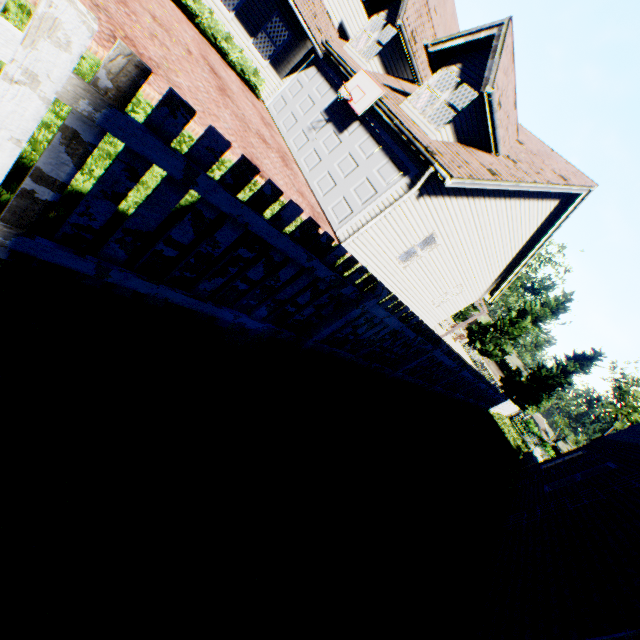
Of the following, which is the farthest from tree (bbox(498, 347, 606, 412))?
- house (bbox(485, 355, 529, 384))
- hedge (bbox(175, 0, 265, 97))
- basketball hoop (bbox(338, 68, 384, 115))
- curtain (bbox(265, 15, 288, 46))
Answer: curtain (bbox(265, 15, 288, 46))

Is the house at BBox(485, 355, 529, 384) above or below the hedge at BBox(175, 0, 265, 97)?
above

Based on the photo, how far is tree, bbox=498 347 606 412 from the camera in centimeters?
3650cm

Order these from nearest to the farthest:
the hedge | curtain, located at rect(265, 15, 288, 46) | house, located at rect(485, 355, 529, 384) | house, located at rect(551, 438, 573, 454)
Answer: the hedge → curtain, located at rect(265, 15, 288, 46) → house, located at rect(551, 438, 573, 454) → house, located at rect(485, 355, 529, 384)

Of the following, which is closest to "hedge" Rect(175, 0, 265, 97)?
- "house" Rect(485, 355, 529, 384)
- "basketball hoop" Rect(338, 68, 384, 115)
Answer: "basketball hoop" Rect(338, 68, 384, 115)

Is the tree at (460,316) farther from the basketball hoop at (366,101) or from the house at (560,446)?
the basketball hoop at (366,101)

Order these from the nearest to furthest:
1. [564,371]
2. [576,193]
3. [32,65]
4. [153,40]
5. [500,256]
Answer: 1. [32,65]
2. [153,40]
3. [576,193]
4. [500,256]
5. [564,371]

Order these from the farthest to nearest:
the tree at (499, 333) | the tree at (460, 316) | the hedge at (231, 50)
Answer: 1. the tree at (460, 316)
2. the tree at (499, 333)
3. the hedge at (231, 50)
